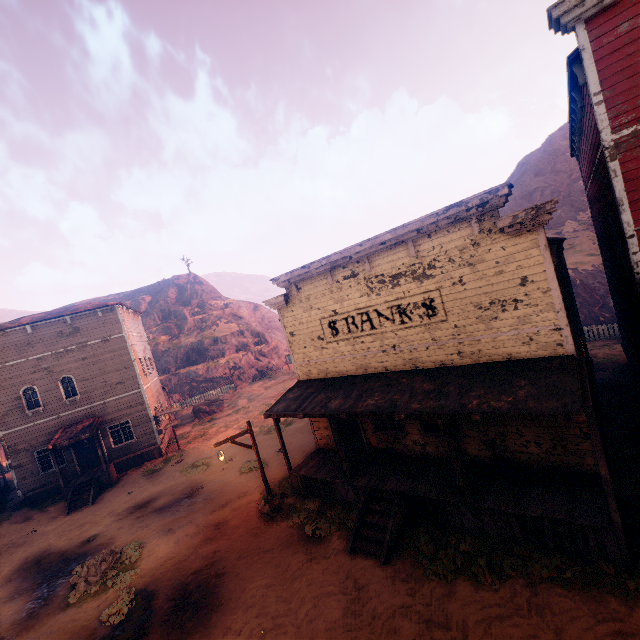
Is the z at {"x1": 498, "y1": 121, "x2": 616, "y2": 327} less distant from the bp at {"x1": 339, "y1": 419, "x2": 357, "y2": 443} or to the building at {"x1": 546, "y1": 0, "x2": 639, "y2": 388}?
the building at {"x1": 546, "y1": 0, "x2": 639, "y2": 388}

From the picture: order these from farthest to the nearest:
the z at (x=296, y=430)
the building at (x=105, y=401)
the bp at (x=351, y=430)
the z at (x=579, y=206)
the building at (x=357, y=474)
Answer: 1. the z at (x=579, y=206)
2. the building at (x=105, y=401)
3. the z at (x=296, y=430)
4. the bp at (x=351, y=430)
5. the building at (x=357, y=474)

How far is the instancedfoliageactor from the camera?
30.1 meters

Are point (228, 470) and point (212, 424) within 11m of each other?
yes

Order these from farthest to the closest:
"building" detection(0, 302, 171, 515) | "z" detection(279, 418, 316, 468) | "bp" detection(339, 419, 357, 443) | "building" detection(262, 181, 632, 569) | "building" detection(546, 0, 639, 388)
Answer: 1. "building" detection(0, 302, 171, 515)
2. "z" detection(279, 418, 316, 468)
3. "bp" detection(339, 419, 357, 443)
4. "building" detection(262, 181, 632, 569)
5. "building" detection(546, 0, 639, 388)

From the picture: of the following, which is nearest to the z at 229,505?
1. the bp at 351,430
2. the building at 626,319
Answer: the building at 626,319

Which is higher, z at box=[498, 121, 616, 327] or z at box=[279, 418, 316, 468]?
z at box=[498, 121, 616, 327]

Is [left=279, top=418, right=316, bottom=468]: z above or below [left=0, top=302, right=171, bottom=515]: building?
below
